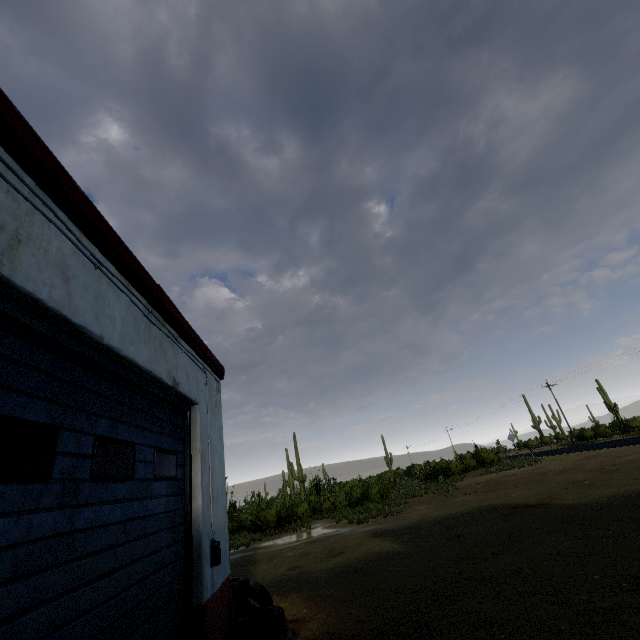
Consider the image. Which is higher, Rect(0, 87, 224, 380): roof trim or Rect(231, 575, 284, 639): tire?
Rect(0, 87, 224, 380): roof trim

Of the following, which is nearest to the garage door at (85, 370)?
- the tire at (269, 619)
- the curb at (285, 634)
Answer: the curb at (285, 634)

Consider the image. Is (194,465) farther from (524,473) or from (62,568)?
(524,473)

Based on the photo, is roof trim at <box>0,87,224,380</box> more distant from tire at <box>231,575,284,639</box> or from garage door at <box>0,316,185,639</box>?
tire at <box>231,575,284,639</box>

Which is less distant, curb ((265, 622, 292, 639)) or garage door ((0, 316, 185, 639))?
garage door ((0, 316, 185, 639))

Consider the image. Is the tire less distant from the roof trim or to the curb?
the curb

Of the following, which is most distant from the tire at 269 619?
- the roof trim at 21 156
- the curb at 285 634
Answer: the roof trim at 21 156

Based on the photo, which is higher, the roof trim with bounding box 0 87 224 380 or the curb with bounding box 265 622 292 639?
the roof trim with bounding box 0 87 224 380
